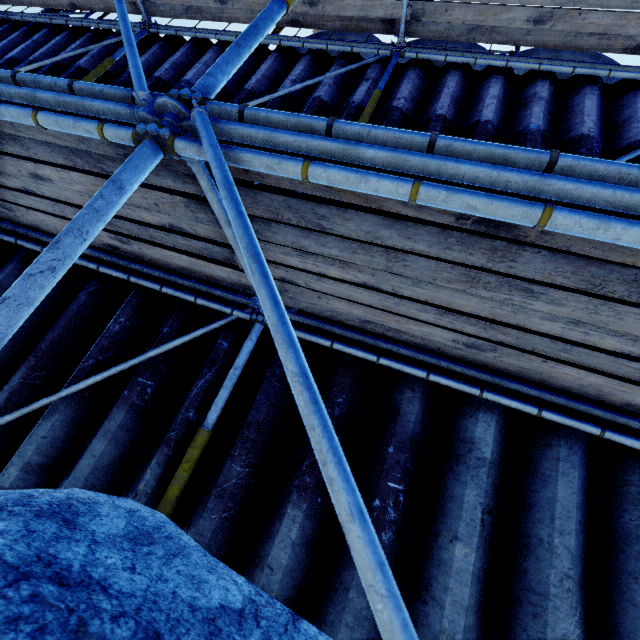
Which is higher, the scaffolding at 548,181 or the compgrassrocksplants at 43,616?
the scaffolding at 548,181

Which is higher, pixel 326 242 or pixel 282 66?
pixel 282 66

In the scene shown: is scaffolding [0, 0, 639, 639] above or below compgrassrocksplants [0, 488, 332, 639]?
above
